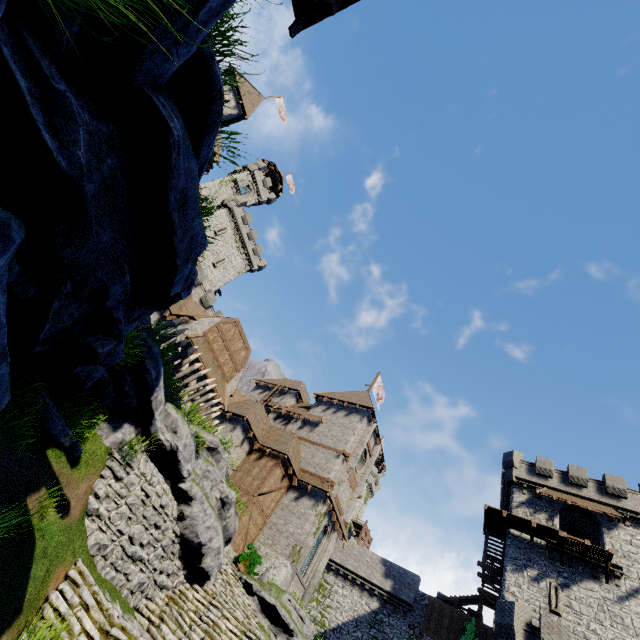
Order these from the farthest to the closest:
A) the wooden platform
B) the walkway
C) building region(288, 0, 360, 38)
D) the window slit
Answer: the walkway < the wooden platform < the window slit < building region(288, 0, 360, 38)

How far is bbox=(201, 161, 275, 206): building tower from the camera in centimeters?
4800cm

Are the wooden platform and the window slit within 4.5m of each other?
yes

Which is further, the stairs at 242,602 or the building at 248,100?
the building at 248,100

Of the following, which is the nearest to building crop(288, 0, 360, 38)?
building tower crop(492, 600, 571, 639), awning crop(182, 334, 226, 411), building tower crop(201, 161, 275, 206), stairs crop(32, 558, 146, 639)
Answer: stairs crop(32, 558, 146, 639)

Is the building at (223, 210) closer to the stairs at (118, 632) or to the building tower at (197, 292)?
the building tower at (197, 292)

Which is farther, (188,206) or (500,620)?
(500,620)

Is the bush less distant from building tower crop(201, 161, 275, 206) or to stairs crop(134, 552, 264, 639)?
stairs crop(134, 552, 264, 639)
